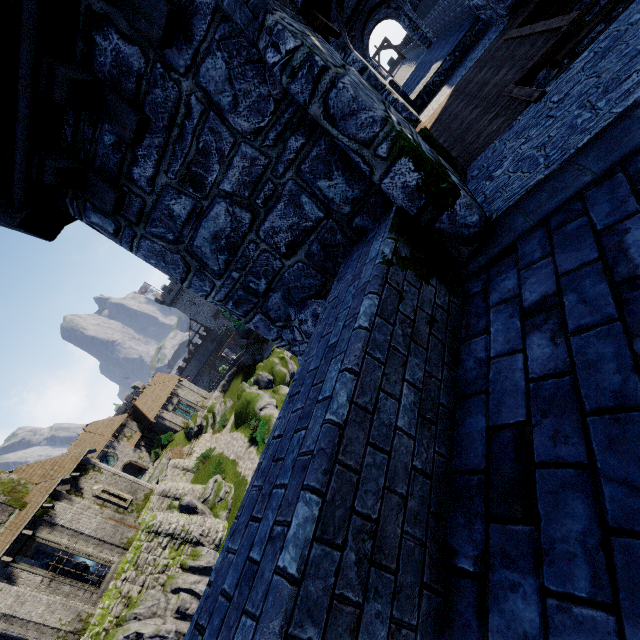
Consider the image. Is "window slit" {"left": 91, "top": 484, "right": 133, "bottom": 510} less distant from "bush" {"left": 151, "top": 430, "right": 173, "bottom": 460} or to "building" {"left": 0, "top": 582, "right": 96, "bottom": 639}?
"building" {"left": 0, "top": 582, "right": 96, "bottom": 639}

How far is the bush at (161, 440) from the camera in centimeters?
4109cm

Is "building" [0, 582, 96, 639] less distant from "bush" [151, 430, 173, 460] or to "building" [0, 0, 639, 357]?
"bush" [151, 430, 173, 460]

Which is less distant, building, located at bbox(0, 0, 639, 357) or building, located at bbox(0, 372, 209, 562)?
building, located at bbox(0, 0, 639, 357)

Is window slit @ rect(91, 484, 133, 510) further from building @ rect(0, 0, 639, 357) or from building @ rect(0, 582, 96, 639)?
building @ rect(0, 0, 639, 357)

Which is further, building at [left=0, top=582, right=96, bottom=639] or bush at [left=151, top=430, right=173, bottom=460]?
bush at [left=151, top=430, right=173, bottom=460]

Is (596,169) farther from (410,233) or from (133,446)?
(133,446)

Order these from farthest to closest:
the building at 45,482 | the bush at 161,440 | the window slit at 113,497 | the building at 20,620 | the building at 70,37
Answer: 1. the bush at 161,440
2. the window slit at 113,497
3. the building at 45,482
4. the building at 20,620
5. the building at 70,37
